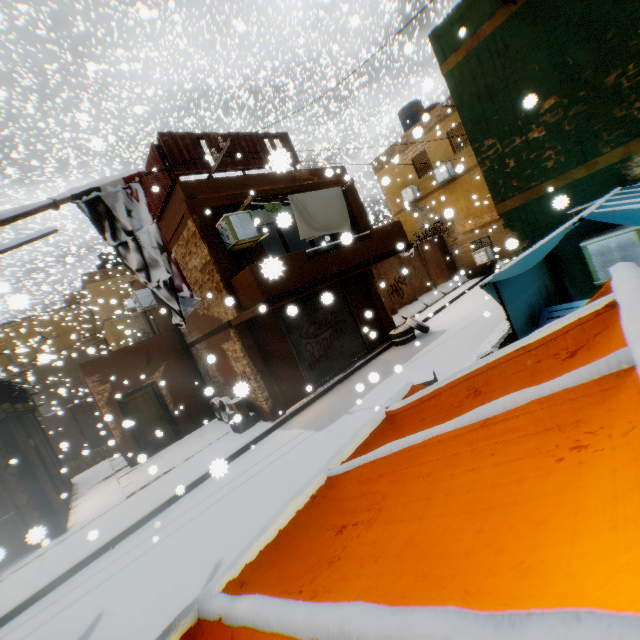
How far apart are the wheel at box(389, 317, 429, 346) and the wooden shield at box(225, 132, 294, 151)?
1.8 meters

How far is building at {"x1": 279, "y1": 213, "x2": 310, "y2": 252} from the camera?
13.58m

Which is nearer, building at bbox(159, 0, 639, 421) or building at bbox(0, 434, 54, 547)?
building at bbox(0, 434, 54, 547)

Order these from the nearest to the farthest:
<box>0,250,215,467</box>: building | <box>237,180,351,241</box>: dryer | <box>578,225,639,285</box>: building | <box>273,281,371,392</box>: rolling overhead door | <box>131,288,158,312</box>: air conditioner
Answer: <box>578,225,639,285</box>: building, <box>237,180,351,241</box>: dryer, <box>273,281,371,392</box>: rolling overhead door, <box>0,250,215,467</box>: building, <box>131,288,158,312</box>: air conditioner

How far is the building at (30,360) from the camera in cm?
1895

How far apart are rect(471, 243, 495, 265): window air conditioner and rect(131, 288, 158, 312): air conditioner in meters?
17.1

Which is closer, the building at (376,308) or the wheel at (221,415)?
the wheel at (221,415)

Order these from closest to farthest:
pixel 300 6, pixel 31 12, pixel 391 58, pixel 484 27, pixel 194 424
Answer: pixel 484 27
pixel 300 6
pixel 194 424
pixel 31 12
pixel 391 58
